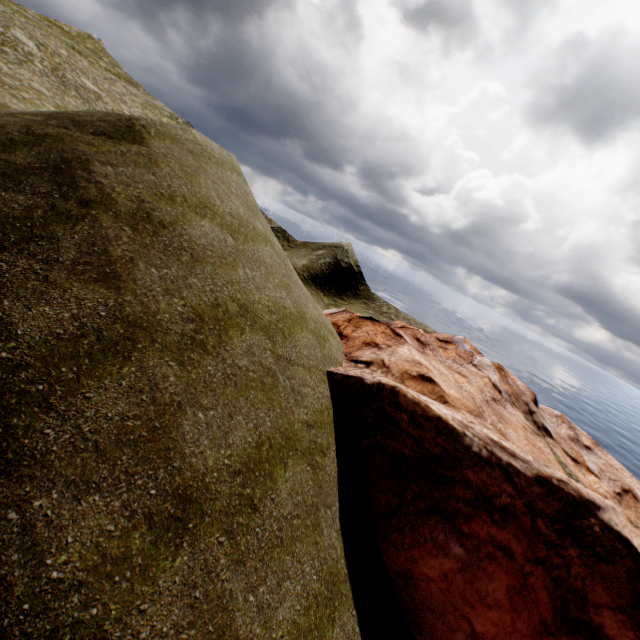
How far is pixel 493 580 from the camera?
9.7m
